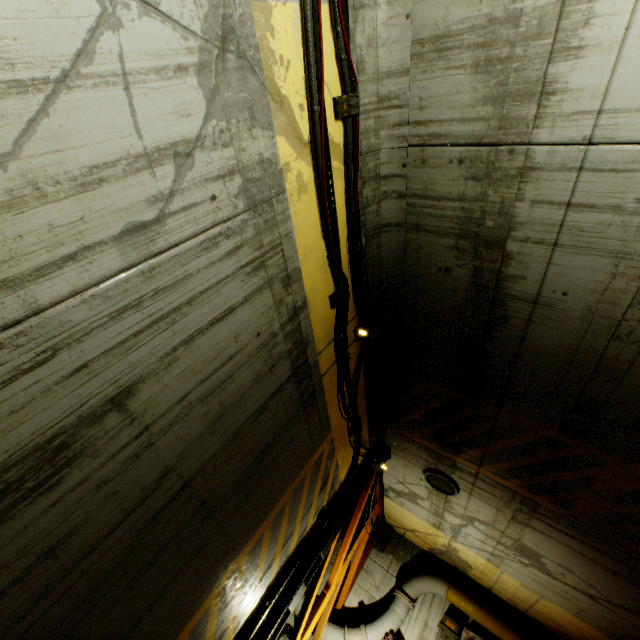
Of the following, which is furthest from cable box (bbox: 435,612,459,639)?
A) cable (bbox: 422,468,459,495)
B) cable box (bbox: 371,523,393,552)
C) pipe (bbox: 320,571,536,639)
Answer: cable (bbox: 422,468,459,495)

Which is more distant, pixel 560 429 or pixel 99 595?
pixel 560 429

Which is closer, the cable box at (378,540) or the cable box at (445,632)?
the cable box at (445,632)

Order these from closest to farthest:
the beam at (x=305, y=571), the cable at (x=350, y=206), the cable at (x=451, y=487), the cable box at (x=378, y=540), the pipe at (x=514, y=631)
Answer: the cable at (x=350, y=206), the beam at (x=305, y=571), the cable at (x=451, y=487), the pipe at (x=514, y=631), the cable box at (x=378, y=540)

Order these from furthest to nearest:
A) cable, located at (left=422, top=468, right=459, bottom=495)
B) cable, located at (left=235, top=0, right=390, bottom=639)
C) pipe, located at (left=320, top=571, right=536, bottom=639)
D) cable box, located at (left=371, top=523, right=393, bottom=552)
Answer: cable box, located at (left=371, top=523, right=393, bottom=552) < pipe, located at (left=320, top=571, right=536, bottom=639) < cable, located at (left=422, top=468, right=459, bottom=495) < cable, located at (left=235, top=0, right=390, bottom=639)

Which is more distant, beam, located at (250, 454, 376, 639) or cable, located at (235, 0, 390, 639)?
beam, located at (250, 454, 376, 639)

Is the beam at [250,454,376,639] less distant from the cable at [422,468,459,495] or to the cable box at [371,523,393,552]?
the cable box at [371,523,393,552]

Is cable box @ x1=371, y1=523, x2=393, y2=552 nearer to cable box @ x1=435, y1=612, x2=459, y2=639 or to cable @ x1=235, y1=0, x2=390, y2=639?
cable @ x1=235, y1=0, x2=390, y2=639
